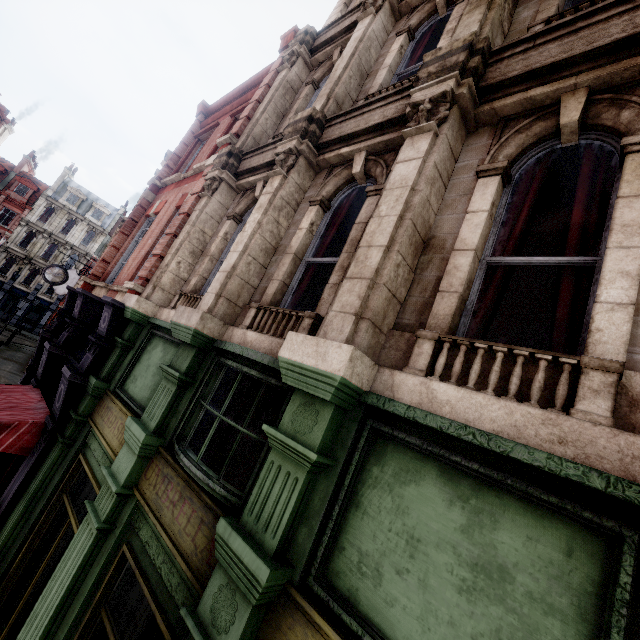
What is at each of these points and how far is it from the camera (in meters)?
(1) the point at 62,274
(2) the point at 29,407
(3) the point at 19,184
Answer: (1) clock, 15.82
(2) awning, 6.43
(3) roof window, 40.69

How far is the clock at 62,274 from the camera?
15.5m

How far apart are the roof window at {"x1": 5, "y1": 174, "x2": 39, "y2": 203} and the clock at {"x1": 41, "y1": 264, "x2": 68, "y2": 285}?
37.13m

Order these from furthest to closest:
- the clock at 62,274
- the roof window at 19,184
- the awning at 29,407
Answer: the roof window at 19,184 < the clock at 62,274 < the awning at 29,407

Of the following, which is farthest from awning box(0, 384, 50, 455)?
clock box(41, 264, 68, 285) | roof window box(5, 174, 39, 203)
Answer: roof window box(5, 174, 39, 203)

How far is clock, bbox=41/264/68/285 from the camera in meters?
15.5 m

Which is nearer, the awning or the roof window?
the awning

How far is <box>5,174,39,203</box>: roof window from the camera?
40.28m
